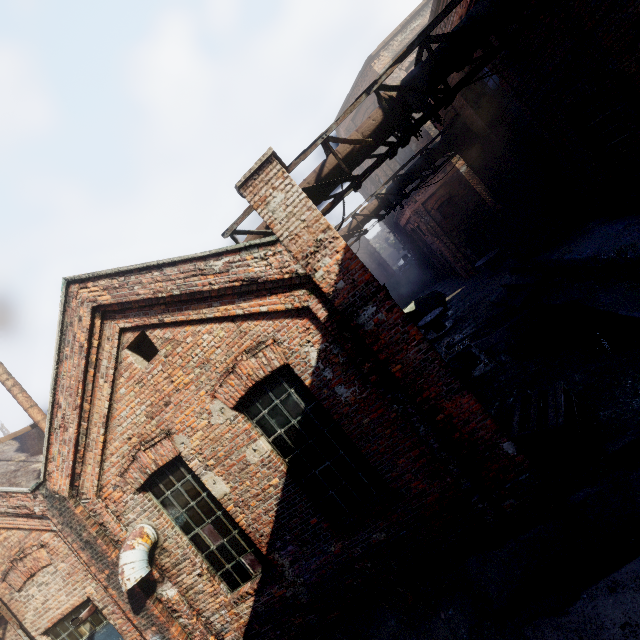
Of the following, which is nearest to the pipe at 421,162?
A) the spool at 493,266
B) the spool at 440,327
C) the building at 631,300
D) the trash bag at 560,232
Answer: the trash bag at 560,232

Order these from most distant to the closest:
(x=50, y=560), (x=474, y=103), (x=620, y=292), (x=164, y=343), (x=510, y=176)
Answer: (x=510, y=176), (x=474, y=103), (x=620, y=292), (x=50, y=560), (x=164, y=343)

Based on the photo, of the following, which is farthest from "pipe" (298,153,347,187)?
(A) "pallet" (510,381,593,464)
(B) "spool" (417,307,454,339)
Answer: (B) "spool" (417,307,454,339)

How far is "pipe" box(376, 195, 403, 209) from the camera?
12.62m

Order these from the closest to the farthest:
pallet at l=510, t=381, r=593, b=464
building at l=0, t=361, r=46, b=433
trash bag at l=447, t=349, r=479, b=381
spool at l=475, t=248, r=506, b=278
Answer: pallet at l=510, t=381, r=593, b=464 < building at l=0, t=361, r=46, b=433 < trash bag at l=447, t=349, r=479, b=381 < spool at l=475, t=248, r=506, b=278

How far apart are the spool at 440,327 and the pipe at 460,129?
7.1m

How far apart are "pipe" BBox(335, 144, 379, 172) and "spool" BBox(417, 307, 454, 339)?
11.07m

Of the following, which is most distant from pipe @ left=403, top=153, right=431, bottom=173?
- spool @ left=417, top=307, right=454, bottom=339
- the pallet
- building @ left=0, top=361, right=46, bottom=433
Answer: building @ left=0, top=361, right=46, bottom=433
